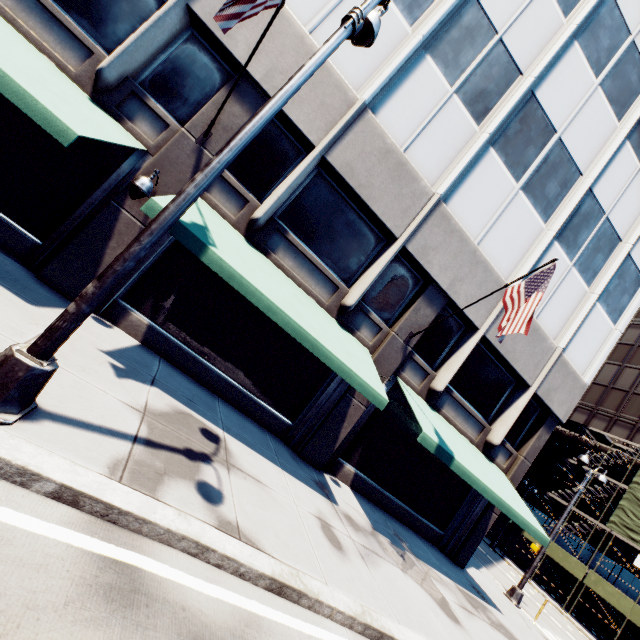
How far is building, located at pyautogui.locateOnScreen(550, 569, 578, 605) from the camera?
29.05m

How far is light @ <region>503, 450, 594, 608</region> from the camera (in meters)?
14.09

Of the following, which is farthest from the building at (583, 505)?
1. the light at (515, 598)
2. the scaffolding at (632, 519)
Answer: the light at (515, 598)

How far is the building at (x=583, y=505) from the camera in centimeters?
3140cm

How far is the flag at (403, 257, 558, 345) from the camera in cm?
740

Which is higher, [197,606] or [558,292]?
[558,292]

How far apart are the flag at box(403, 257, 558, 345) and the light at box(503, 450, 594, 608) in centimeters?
1245cm
